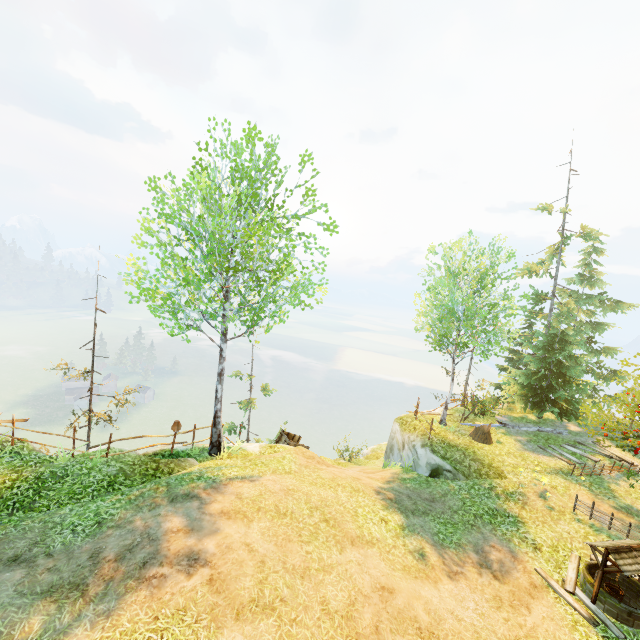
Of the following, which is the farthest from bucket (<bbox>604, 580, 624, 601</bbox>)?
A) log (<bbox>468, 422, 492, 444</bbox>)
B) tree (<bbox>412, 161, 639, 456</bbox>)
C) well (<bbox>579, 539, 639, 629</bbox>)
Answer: log (<bbox>468, 422, 492, 444</bbox>)

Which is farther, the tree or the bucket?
the tree

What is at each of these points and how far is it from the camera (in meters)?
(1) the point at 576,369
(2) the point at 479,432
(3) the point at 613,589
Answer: (1) tree, 18.38
(2) log, 16.95
(3) bucket, 9.02

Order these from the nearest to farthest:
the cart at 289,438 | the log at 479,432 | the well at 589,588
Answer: the well at 589,588, the log at 479,432, the cart at 289,438

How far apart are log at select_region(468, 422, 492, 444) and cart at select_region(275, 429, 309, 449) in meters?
8.8

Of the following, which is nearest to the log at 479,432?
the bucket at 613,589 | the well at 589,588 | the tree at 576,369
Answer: the well at 589,588

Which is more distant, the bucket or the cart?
the cart

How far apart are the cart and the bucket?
12.8m
